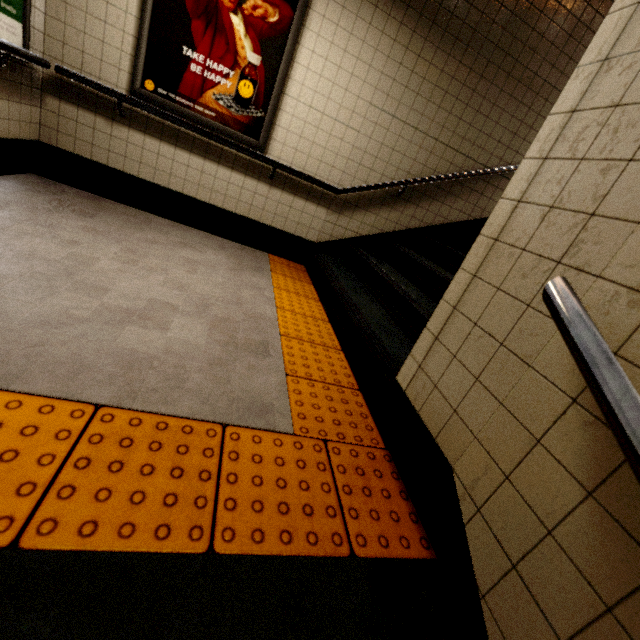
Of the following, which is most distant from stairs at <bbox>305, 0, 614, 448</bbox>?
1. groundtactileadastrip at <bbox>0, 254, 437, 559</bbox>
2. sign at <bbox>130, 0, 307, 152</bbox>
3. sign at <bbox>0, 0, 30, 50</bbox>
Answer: sign at <bbox>0, 0, 30, 50</bbox>

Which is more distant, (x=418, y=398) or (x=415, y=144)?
(x=415, y=144)

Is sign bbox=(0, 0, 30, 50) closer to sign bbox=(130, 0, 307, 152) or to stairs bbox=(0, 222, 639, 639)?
sign bbox=(130, 0, 307, 152)

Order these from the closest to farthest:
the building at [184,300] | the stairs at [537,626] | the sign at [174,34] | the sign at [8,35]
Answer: the stairs at [537,626] < the building at [184,300] < the sign at [8,35] < the sign at [174,34]

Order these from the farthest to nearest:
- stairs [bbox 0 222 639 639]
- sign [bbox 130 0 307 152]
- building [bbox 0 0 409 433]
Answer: sign [bbox 130 0 307 152]
building [bbox 0 0 409 433]
stairs [bbox 0 222 639 639]

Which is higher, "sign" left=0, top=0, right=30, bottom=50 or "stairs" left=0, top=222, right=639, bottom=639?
"sign" left=0, top=0, right=30, bottom=50

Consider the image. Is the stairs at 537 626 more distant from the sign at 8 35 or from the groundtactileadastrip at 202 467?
the sign at 8 35

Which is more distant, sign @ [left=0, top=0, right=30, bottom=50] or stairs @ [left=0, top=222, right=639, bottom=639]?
sign @ [left=0, top=0, right=30, bottom=50]
